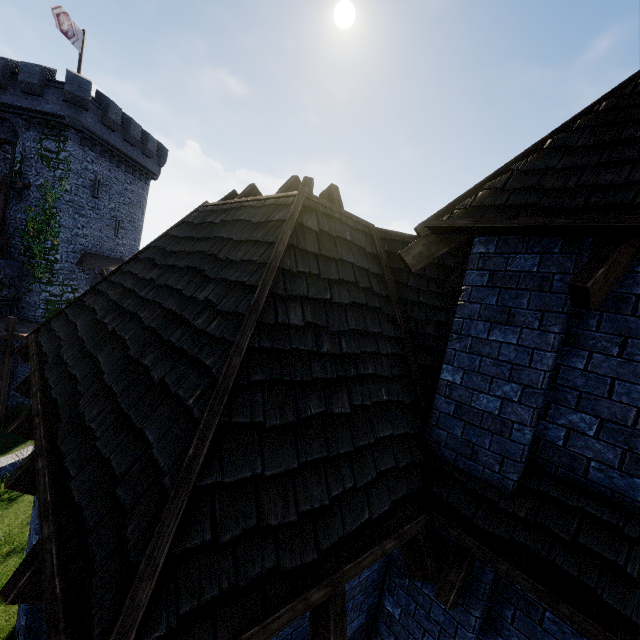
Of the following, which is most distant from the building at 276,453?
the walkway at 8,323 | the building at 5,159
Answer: the building at 5,159

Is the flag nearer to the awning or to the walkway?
the awning

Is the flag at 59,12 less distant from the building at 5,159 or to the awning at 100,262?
the building at 5,159

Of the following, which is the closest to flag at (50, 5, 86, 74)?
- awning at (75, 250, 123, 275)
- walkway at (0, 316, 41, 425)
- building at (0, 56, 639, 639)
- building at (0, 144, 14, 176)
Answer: building at (0, 144, 14, 176)

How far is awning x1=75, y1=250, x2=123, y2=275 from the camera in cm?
2494

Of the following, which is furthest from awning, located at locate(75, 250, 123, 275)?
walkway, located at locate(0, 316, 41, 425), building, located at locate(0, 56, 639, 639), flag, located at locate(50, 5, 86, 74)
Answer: building, located at locate(0, 56, 639, 639)

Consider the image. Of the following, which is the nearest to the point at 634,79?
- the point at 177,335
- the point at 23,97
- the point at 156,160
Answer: the point at 177,335

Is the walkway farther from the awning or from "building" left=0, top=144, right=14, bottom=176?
the awning
